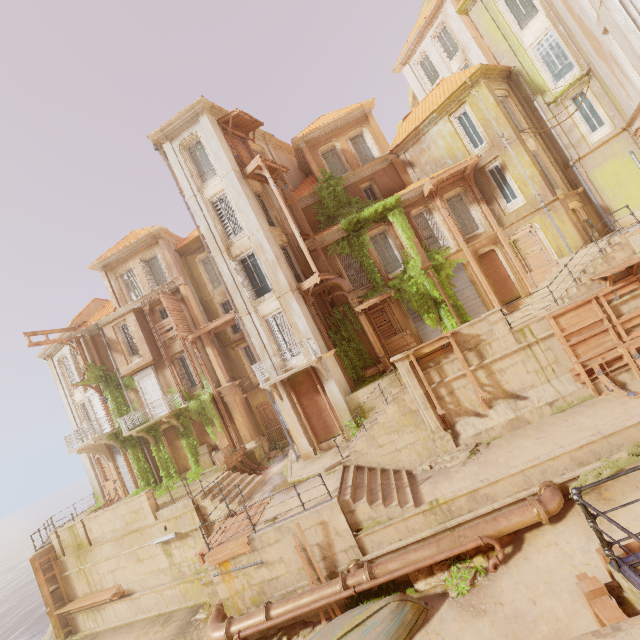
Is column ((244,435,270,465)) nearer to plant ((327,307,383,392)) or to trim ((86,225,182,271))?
plant ((327,307,383,392))

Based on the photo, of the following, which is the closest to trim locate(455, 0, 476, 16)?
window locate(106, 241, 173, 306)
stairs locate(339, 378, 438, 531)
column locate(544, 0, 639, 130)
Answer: column locate(544, 0, 639, 130)

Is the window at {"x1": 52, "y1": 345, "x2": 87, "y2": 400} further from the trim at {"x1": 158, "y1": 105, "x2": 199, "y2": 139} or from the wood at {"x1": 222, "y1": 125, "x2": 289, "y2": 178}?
the wood at {"x1": 222, "y1": 125, "x2": 289, "y2": 178}

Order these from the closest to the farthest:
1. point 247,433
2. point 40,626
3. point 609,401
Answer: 1. point 609,401
2. point 247,433
3. point 40,626

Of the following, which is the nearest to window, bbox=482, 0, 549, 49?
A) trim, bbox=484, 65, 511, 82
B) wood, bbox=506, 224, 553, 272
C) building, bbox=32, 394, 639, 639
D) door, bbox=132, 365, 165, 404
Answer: trim, bbox=484, 65, 511, 82

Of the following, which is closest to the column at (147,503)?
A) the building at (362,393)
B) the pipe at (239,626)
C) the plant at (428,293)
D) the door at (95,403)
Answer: the plant at (428,293)

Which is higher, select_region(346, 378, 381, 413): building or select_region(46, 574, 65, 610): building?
select_region(346, 378, 381, 413): building

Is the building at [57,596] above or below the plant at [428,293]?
below
